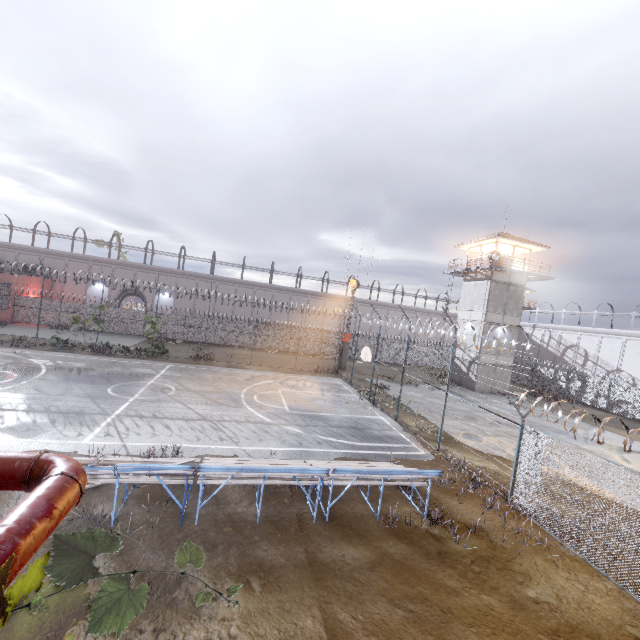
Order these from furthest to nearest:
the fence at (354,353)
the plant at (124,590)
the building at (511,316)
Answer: the building at (511,316) → the fence at (354,353) → the plant at (124,590)

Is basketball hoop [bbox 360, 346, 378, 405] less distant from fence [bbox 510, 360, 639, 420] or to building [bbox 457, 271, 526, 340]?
fence [bbox 510, 360, 639, 420]

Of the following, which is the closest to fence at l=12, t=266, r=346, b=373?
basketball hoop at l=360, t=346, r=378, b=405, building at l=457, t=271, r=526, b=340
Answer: basketball hoop at l=360, t=346, r=378, b=405

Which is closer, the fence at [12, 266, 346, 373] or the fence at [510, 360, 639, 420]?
the fence at [510, 360, 639, 420]

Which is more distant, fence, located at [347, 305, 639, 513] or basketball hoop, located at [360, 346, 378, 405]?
basketball hoop, located at [360, 346, 378, 405]

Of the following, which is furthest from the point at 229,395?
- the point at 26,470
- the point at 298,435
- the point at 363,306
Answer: the point at 363,306

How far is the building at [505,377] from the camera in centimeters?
3080cm

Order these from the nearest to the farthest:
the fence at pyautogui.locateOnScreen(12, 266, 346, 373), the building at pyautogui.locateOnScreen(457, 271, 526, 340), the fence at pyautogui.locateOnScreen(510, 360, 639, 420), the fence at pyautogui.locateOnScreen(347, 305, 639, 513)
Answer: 1. the fence at pyautogui.locateOnScreen(347, 305, 639, 513)
2. the fence at pyautogui.locateOnScreen(510, 360, 639, 420)
3. the building at pyautogui.locateOnScreen(457, 271, 526, 340)
4. the fence at pyautogui.locateOnScreen(12, 266, 346, 373)
